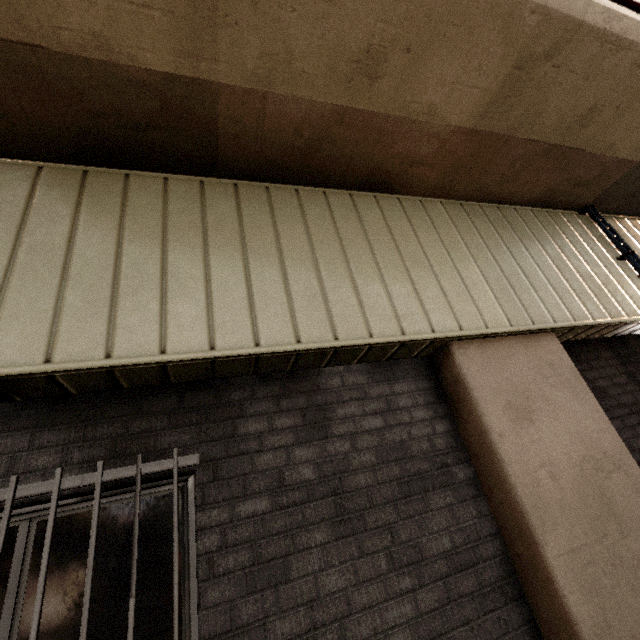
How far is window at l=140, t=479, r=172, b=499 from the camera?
2.03m

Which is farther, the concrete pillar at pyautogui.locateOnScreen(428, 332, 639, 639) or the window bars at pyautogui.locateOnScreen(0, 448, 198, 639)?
the concrete pillar at pyautogui.locateOnScreen(428, 332, 639, 639)

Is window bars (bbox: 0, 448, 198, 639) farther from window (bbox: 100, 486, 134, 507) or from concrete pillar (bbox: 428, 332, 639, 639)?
concrete pillar (bbox: 428, 332, 639, 639)

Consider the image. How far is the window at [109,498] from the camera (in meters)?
1.96

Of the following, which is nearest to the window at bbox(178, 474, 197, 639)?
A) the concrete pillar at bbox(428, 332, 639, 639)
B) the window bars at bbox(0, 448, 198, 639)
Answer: the window bars at bbox(0, 448, 198, 639)

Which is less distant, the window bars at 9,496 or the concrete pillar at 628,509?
the window bars at 9,496

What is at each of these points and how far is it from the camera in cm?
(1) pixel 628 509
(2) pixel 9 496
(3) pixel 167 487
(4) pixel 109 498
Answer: (1) concrete pillar, 243
(2) window bars, 169
(3) window, 207
(4) window, 197
